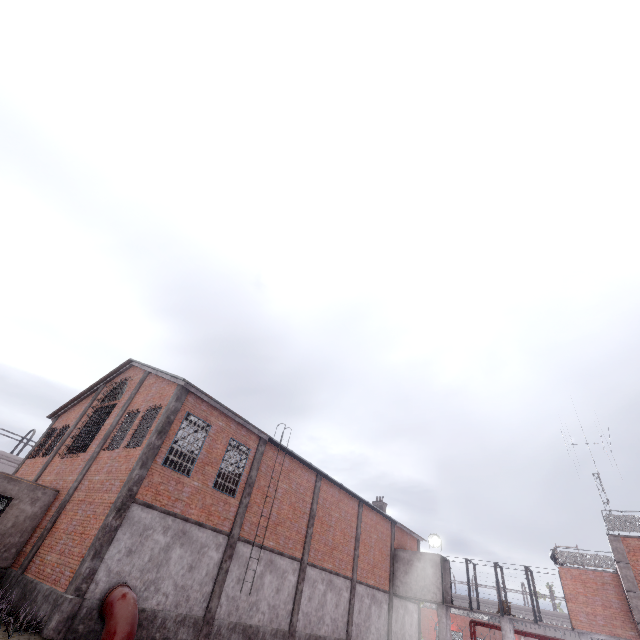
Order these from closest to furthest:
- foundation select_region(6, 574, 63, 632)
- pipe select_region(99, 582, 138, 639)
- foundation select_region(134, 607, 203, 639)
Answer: pipe select_region(99, 582, 138, 639) → foundation select_region(6, 574, 63, 632) → foundation select_region(134, 607, 203, 639)

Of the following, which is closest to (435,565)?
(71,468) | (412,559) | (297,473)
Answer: (412,559)

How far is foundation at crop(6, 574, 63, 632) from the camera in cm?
1070

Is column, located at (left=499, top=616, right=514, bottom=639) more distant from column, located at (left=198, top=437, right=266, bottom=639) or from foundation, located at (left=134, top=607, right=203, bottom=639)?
foundation, located at (left=134, top=607, right=203, bottom=639)

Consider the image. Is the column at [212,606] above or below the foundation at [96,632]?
above

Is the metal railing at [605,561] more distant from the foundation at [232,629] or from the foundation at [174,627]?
the foundation at [174,627]

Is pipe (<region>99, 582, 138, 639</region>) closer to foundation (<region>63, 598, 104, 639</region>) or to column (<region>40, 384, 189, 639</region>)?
foundation (<region>63, 598, 104, 639</region>)

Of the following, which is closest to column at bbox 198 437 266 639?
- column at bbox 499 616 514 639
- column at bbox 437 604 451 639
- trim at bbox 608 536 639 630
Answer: trim at bbox 608 536 639 630
